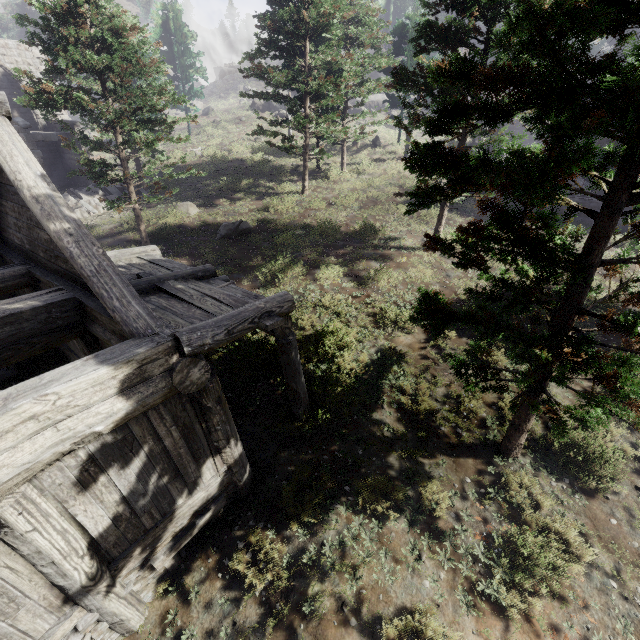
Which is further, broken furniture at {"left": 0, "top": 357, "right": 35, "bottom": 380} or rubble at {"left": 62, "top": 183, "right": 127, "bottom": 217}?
rubble at {"left": 62, "top": 183, "right": 127, "bottom": 217}

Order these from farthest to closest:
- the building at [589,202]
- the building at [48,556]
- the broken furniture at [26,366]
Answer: the building at [589,202] < the broken furniture at [26,366] < the building at [48,556]

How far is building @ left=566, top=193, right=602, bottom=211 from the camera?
18.2 meters

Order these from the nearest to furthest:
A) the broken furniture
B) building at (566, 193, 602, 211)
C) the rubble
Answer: the broken furniture < building at (566, 193, 602, 211) < the rubble

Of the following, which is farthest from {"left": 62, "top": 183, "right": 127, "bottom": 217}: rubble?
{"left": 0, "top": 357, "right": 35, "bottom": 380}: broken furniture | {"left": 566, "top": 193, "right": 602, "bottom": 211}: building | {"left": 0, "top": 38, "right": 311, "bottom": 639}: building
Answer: {"left": 566, "top": 193, "right": 602, "bottom": 211}: building

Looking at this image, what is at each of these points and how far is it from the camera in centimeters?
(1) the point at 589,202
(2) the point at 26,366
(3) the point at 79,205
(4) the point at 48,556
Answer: (1) building, 1827cm
(2) broken furniture, 898cm
(3) rubble, 1933cm
(4) building, 358cm

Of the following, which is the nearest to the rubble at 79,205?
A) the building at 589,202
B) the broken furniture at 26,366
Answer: the broken furniture at 26,366
